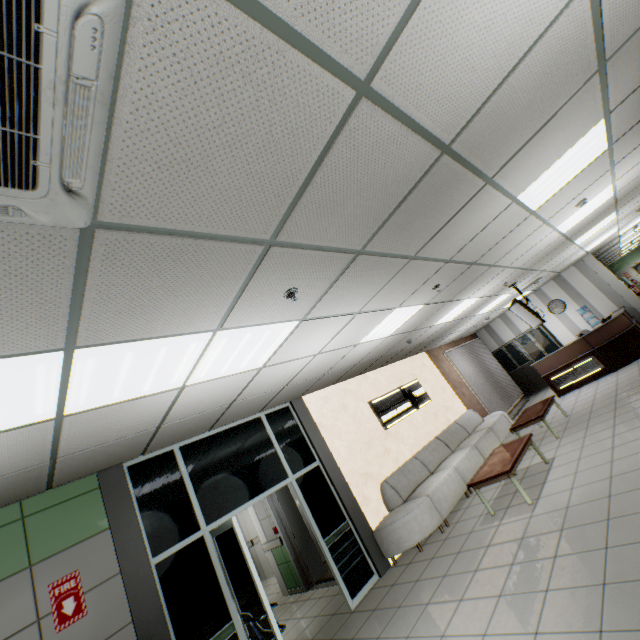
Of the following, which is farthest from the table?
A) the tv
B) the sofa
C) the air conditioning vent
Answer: the air conditioning vent

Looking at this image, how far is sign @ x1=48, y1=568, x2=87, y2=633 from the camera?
3.3m

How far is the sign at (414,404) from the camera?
7.65m

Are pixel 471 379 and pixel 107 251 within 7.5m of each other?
no

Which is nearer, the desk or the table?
the table

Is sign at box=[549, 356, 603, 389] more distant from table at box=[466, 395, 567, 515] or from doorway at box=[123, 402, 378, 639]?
doorway at box=[123, 402, 378, 639]

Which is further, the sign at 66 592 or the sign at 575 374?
the sign at 575 374

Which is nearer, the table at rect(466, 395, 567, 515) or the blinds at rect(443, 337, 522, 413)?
the table at rect(466, 395, 567, 515)
